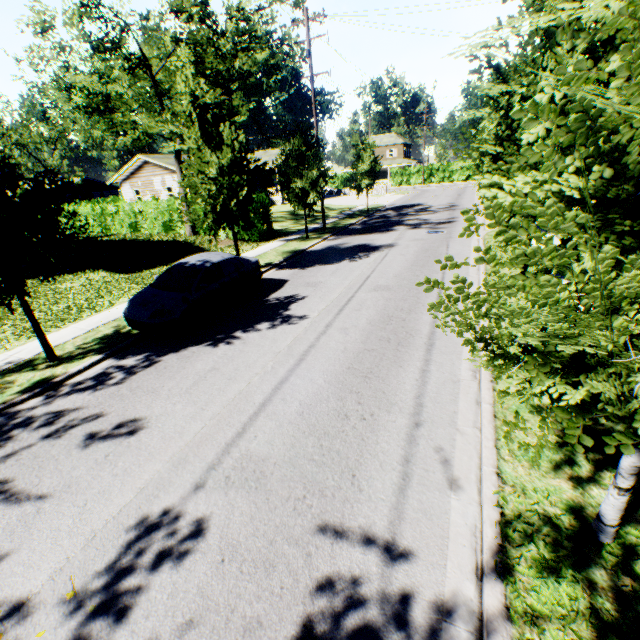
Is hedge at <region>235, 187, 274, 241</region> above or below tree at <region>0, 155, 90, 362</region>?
below

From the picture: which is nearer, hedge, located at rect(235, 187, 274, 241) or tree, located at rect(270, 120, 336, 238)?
tree, located at rect(270, 120, 336, 238)

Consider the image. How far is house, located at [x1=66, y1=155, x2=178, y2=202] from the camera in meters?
33.6

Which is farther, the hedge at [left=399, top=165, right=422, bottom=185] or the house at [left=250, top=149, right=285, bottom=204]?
the hedge at [left=399, top=165, right=422, bottom=185]

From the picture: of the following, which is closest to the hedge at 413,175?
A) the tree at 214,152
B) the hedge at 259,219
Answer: the tree at 214,152

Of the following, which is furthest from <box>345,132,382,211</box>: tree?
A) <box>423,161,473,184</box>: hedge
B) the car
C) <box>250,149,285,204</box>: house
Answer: <box>423,161,473,184</box>: hedge

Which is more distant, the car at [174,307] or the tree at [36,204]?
the car at [174,307]

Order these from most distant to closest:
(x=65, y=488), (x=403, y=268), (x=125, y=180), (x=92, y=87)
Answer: (x=125, y=180) → (x=92, y=87) → (x=403, y=268) → (x=65, y=488)
